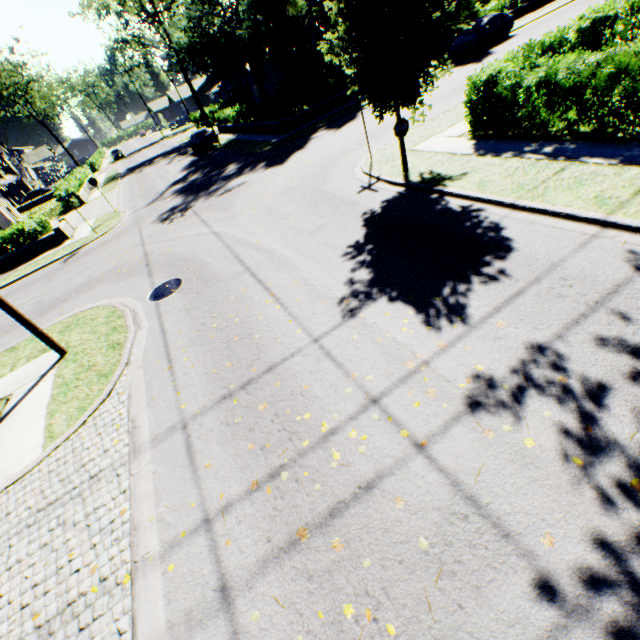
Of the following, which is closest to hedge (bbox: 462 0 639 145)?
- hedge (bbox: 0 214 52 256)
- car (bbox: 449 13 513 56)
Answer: car (bbox: 449 13 513 56)

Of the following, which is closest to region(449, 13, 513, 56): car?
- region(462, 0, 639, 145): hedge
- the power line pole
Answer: region(462, 0, 639, 145): hedge

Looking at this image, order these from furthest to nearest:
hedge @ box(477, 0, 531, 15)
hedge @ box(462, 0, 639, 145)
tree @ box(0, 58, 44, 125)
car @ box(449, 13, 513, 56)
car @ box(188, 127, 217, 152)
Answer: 1. tree @ box(0, 58, 44, 125)
2. car @ box(188, 127, 217, 152)
3. hedge @ box(477, 0, 531, 15)
4. car @ box(449, 13, 513, 56)
5. hedge @ box(462, 0, 639, 145)

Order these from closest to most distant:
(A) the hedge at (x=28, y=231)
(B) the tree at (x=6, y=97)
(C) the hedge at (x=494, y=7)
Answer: (A) the hedge at (x=28, y=231) < (C) the hedge at (x=494, y=7) < (B) the tree at (x=6, y=97)

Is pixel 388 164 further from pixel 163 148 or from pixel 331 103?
pixel 163 148

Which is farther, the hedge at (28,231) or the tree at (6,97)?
the tree at (6,97)

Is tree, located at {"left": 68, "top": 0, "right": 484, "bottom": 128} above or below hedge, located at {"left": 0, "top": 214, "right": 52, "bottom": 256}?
above

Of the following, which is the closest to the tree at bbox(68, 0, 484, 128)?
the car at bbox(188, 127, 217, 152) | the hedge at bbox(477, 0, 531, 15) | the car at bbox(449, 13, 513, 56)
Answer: the hedge at bbox(477, 0, 531, 15)
